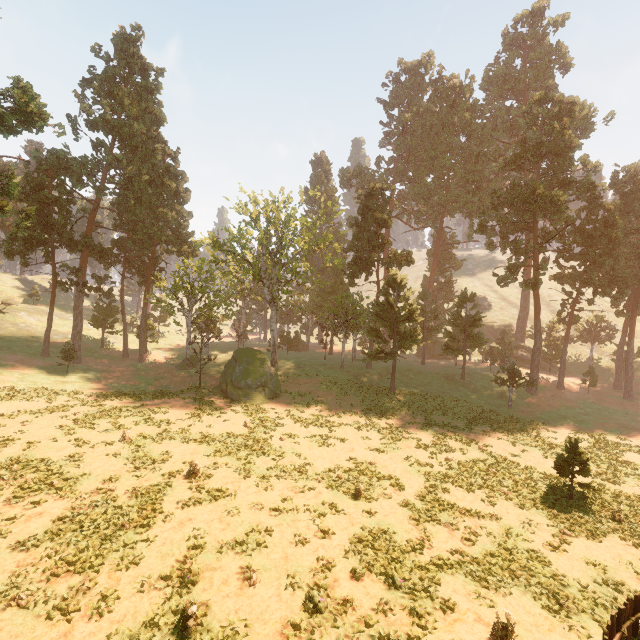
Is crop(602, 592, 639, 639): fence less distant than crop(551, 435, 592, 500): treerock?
Yes

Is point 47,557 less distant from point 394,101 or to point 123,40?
point 123,40

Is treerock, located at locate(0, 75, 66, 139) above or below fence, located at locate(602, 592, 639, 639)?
above

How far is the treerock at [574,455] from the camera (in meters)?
17.58

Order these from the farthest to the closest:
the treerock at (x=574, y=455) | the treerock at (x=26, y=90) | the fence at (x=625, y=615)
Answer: the treerock at (x=26, y=90)
the treerock at (x=574, y=455)
the fence at (x=625, y=615)

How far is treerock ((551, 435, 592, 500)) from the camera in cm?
1758

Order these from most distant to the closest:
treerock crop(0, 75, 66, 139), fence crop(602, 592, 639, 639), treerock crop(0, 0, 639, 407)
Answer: treerock crop(0, 0, 639, 407), treerock crop(0, 75, 66, 139), fence crop(602, 592, 639, 639)
